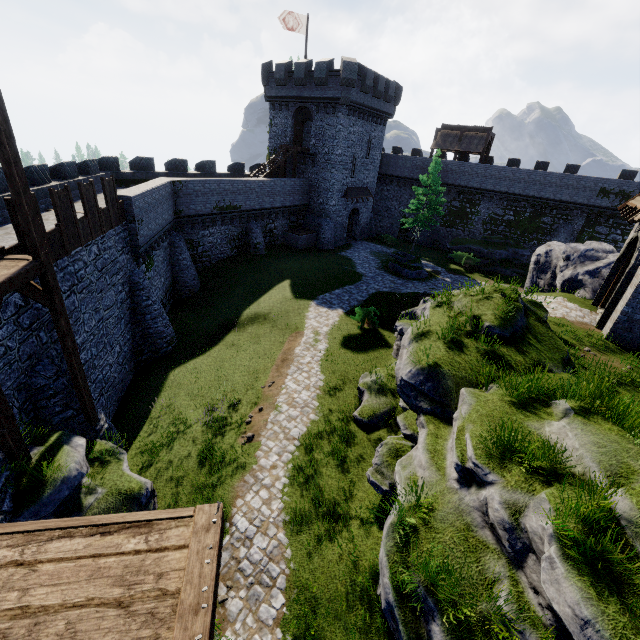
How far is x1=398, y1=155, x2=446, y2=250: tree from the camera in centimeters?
3362cm

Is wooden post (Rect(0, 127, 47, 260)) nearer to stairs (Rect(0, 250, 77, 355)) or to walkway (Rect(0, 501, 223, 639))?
stairs (Rect(0, 250, 77, 355))

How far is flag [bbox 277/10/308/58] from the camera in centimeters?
2952cm

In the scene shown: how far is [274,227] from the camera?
33.9m

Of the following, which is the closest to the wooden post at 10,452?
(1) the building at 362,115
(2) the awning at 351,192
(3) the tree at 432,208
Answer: (1) the building at 362,115

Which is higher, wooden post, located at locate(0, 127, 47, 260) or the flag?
the flag

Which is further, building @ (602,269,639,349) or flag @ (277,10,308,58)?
flag @ (277,10,308,58)

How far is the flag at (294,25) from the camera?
29.5m
